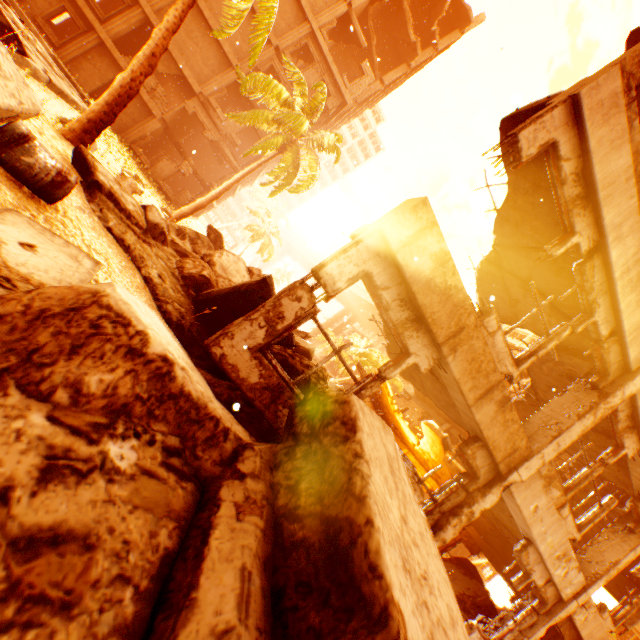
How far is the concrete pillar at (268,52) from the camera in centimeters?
2177cm

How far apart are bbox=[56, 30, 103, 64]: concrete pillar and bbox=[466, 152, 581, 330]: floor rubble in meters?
24.4

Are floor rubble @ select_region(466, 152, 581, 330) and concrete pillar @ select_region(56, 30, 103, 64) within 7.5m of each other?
no

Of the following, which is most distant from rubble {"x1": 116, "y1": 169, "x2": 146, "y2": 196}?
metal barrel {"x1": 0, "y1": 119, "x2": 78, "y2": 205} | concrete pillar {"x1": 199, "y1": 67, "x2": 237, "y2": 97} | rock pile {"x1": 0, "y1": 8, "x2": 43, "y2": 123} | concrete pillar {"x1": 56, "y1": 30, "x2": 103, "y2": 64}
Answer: concrete pillar {"x1": 56, "y1": 30, "x2": 103, "y2": 64}

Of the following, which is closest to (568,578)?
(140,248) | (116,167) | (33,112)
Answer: (140,248)

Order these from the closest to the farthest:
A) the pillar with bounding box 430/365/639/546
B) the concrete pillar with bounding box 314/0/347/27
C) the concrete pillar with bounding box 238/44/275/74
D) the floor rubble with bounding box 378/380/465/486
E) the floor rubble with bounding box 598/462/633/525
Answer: the pillar with bounding box 430/365/639/546
the floor rubble with bounding box 598/462/633/525
the floor rubble with bounding box 378/380/465/486
the concrete pillar with bounding box 238/44/275/74
the concrete pillar with bounding box 314/0/347/27

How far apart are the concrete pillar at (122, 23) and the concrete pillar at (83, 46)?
0.3m

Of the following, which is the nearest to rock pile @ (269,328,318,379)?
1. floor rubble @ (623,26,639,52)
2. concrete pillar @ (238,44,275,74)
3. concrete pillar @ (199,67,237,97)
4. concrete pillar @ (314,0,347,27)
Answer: floor rubble @ (623,26,639,52)
